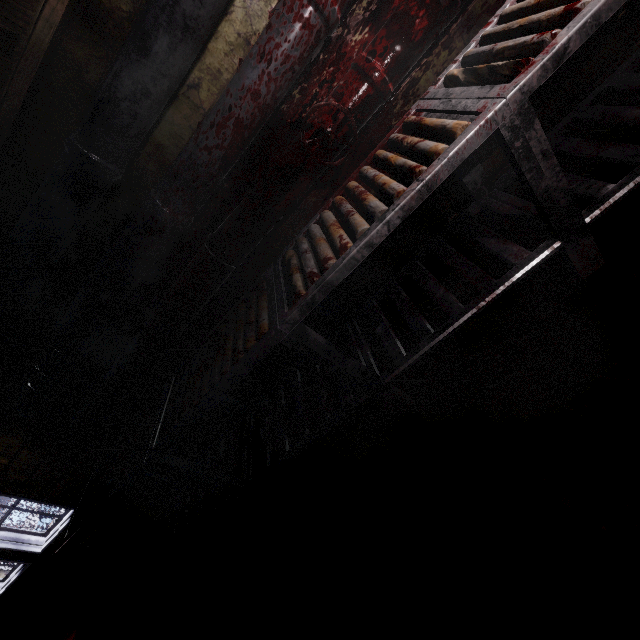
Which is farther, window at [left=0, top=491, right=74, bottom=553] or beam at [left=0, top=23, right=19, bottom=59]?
window at [left=0, top=491, right=74, bottom=553]

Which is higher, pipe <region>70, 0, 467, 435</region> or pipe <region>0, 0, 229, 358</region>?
pipe <region>0, 0, 229, 358</region>

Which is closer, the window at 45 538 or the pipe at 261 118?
the pipe at 261 118

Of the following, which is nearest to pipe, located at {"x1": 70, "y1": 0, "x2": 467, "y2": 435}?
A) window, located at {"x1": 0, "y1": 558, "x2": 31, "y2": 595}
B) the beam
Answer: the beam

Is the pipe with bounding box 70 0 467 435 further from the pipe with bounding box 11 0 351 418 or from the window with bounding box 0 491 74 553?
the window with bounding box 0 491 74 553

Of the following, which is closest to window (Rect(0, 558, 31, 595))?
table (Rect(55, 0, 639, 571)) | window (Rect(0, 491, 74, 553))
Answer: window (Rect(0, 491, 74, 553))

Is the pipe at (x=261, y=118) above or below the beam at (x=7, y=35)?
below

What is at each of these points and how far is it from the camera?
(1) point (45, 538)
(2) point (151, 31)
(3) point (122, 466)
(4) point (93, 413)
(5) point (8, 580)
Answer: (1) window, 3.18m
(2) pipe, 1.12m
(3) table, 1.73m
(4) pipe, 2.02m
(5) window, 3.41m
